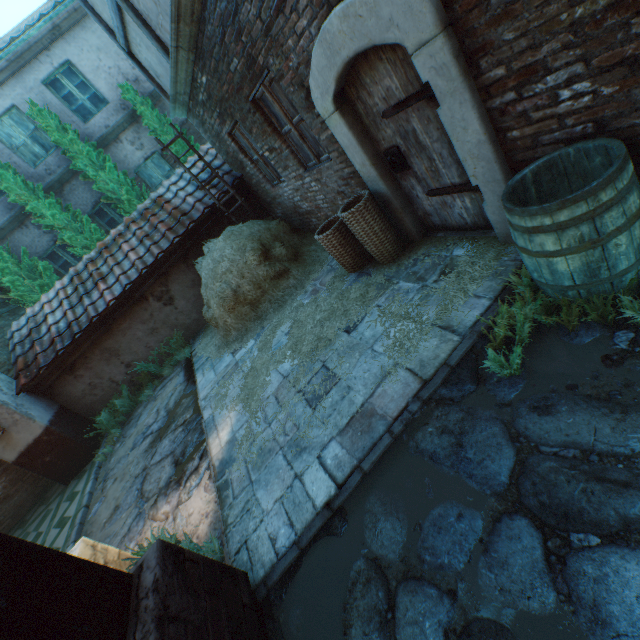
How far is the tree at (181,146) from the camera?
Result: 9.9m

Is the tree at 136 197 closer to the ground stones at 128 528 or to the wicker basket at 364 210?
the ground stones at 128 528

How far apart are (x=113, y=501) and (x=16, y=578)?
4.6 meters

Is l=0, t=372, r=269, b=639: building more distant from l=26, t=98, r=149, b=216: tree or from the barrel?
l=26, t=98, r=149, b=216: tree

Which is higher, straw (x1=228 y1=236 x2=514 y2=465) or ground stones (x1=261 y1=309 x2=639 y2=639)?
straw (x1=228 y1=236 x2=514 y2=465)

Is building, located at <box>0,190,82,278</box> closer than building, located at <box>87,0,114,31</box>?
No

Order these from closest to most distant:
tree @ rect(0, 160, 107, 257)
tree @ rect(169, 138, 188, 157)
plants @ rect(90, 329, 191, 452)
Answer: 1. plants @ rect(90, 329, 191, 452)
2. tree @ rect(0, 160, 107, 257)
3. tree @ rect(169, 138, 188, 157)

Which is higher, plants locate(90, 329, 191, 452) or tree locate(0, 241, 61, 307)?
tree locate(0, 241, 61, 307)
